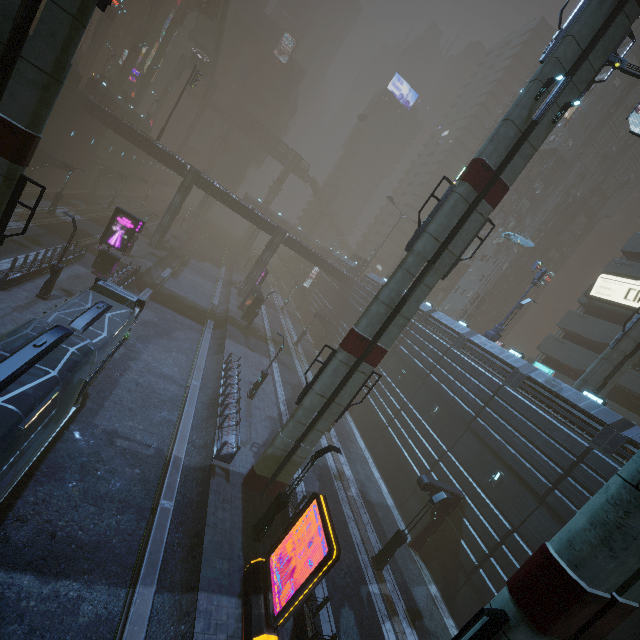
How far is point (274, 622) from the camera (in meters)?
10.51

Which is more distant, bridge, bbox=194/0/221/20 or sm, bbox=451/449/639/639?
bridge, bbox=194/0/221/20

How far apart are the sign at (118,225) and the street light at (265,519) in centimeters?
2354cm

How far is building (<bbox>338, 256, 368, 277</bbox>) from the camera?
54.7m

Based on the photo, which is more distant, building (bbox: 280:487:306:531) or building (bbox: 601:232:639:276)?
building (bbox: 601:232:639:276)

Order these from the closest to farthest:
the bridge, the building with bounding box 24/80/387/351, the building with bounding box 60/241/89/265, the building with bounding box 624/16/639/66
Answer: the building with bounding box 60/241/89/265
the building with bounding box 24/80/387/351
the building with bounding box 624/16/639/66
the bridge

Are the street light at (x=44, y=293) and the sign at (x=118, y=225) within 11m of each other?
yes

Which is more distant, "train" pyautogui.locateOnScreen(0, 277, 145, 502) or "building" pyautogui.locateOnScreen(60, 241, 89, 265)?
"building" pyautogui.locateOnScreen(60, 241, 89, 265)
